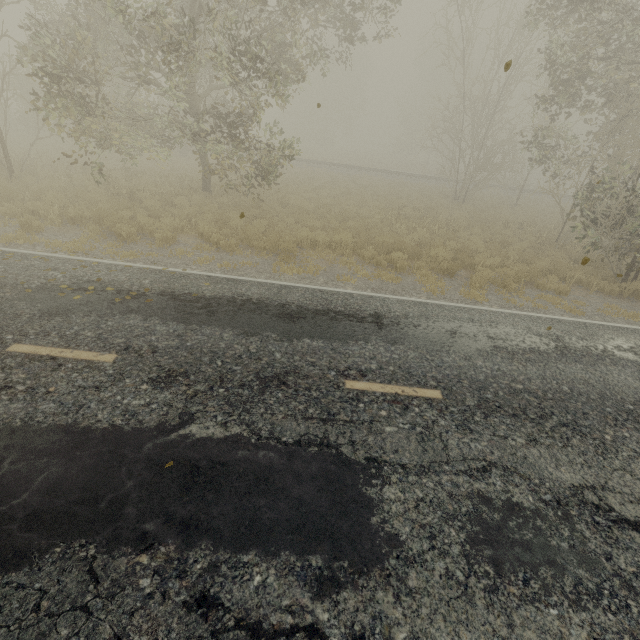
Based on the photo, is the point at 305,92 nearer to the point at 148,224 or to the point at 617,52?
the point at 617,52

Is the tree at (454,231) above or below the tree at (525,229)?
above

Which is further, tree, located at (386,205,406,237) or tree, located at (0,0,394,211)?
tree, located at (386,205,406,237)

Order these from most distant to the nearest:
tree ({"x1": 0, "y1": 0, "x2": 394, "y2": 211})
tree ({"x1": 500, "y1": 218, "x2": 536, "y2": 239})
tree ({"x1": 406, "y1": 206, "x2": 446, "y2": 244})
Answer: tree ({"x1": 500, "y1": 218, "x2": 536, "y2": 239}) < tree ({"x1": 406, "y1": 206, "x2": 446, "y2": 244}) < tree ({"x1": 0, "y1": 0, "x2": 394, "y2": 211})

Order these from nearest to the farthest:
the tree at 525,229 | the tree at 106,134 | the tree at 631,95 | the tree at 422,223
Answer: the tree at 106,134
the tree at 631,95
the tree at 422,223
the tree at 525,229

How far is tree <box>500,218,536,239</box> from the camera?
15.63m

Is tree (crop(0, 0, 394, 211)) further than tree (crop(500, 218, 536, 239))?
No
